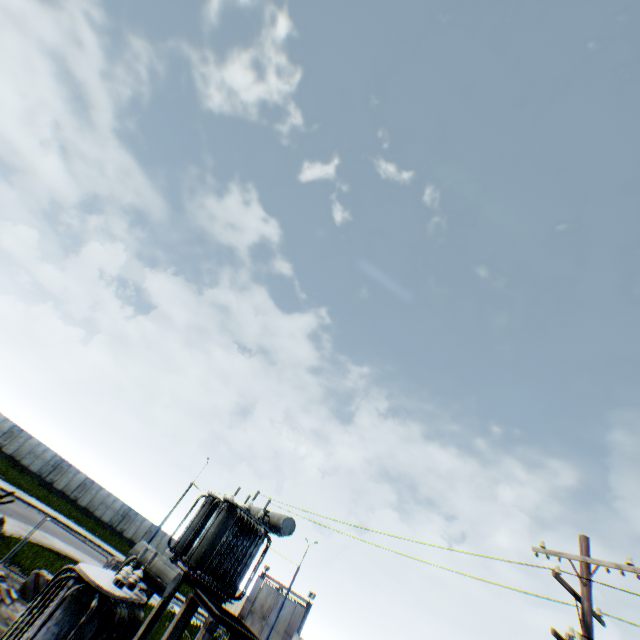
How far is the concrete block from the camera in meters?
13.0 m

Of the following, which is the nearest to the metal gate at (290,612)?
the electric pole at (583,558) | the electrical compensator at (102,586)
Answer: the electrical compensator at (102,586)

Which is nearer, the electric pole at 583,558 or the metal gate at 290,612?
the electric pole at 583,558

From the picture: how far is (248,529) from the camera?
14.2 meters

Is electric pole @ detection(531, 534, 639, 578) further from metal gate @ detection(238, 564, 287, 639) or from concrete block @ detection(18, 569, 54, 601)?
metal gate @ detection(238, 564, 287, 639)

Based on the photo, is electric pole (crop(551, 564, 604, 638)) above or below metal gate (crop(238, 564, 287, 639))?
above

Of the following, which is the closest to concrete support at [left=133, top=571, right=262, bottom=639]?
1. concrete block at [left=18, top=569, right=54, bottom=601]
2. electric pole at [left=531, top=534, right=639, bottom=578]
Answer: concrete block at [left=18, top=569, right=54, bottom=601]

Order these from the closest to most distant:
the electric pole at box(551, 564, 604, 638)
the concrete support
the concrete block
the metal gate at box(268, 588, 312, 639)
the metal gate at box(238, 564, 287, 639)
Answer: the electric pole at box(551, 564, 604, 638), the concrete support, the concrete block, the metal gate at box(268, 588, 312, 639), the metal gate at box(238, 564, 287, 639)
